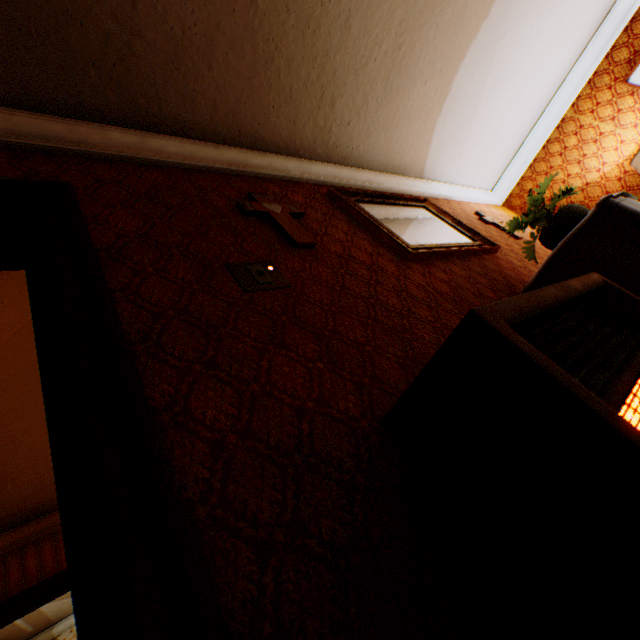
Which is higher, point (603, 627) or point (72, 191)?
point (72, 191)

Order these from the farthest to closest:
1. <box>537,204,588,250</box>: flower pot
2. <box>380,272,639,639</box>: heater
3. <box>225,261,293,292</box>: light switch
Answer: <box>537,204,588,250</box>: flower pot
<box>225,261,293,292</box>: light switch
<box>380,272,639,639</box>: heater

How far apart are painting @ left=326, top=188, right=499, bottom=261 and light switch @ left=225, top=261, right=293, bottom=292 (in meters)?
1.01

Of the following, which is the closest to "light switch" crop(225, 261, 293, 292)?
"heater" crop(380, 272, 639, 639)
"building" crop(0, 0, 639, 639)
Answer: "building" crop(0, 0, 639, 639)

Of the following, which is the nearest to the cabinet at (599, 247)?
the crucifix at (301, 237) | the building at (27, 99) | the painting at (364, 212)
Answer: the building at (27, 99)

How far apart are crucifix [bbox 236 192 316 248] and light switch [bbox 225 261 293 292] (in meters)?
0.31

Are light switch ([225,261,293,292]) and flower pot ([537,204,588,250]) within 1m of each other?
no

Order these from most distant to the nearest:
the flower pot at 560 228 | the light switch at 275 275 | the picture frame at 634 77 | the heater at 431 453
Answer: the picture frame at 634 77, the flower pot at 560 228, the light switch at 275 275, the heater at 431 453
